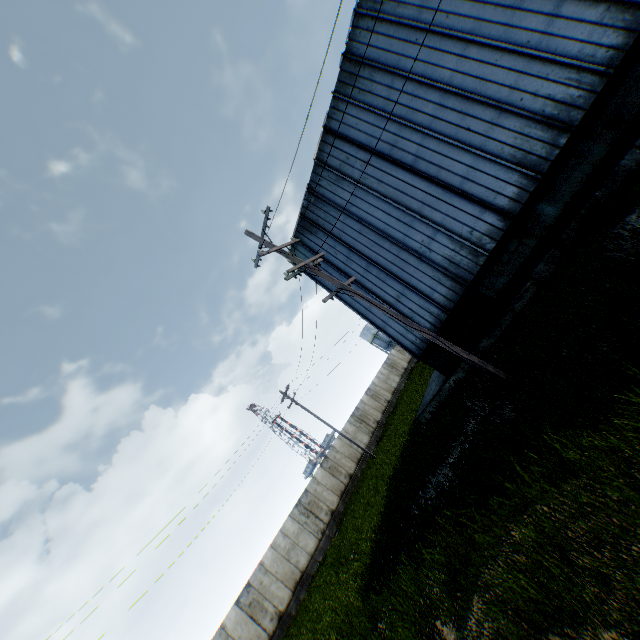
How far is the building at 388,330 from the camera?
14.8 meters

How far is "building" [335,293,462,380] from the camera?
14.80m

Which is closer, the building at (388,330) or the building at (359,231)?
the building at (359,231)

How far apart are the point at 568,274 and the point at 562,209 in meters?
2.9 m

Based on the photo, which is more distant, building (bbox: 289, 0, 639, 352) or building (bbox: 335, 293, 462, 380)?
building (bbox: 335, 293, 462, 380)
